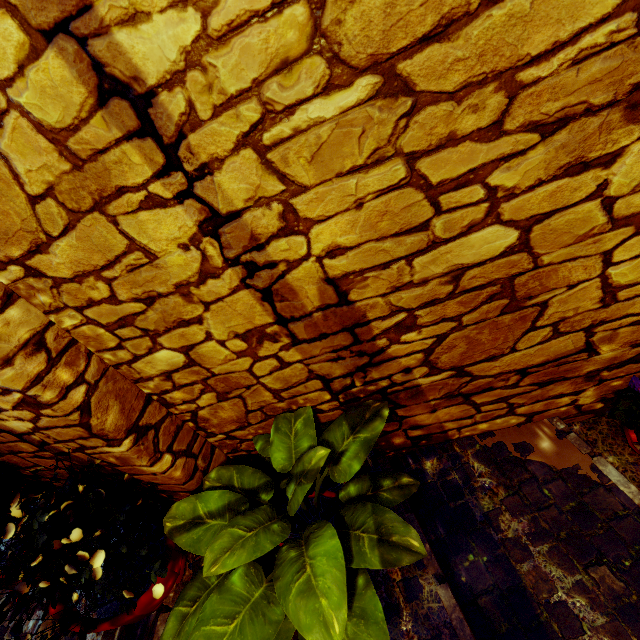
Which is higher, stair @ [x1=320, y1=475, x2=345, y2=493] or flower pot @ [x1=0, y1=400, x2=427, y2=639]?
flower pot @ [x1=0, y1=400, x2=427, y2=639]

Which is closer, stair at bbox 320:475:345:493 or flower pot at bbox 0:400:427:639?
flower pot at bbox 0:400:427:639

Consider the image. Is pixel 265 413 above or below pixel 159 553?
above

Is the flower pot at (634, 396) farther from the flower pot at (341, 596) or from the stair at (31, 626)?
the flower pot at (341, 596)

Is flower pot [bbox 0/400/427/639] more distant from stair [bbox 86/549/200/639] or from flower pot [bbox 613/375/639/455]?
flower pot [bbox 613/375/639/455]

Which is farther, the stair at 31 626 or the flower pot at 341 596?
the stair at 31 626
